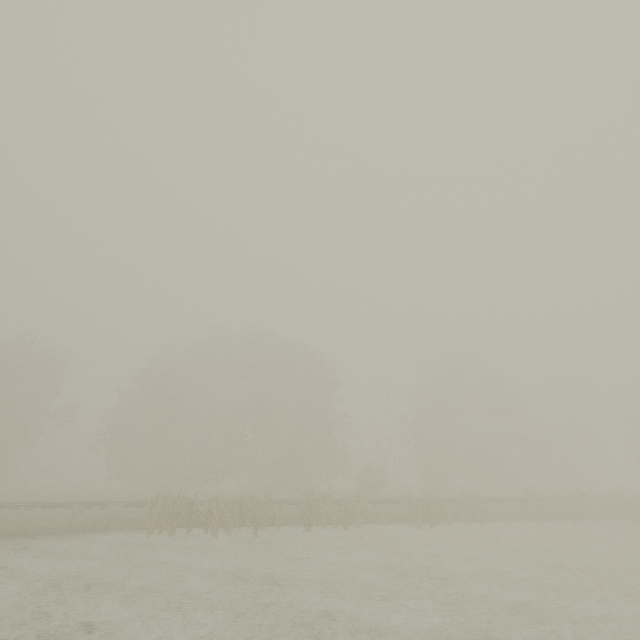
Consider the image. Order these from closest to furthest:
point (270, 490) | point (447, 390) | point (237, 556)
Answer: point (237, 556), point (270, 490), point (447, 390)
